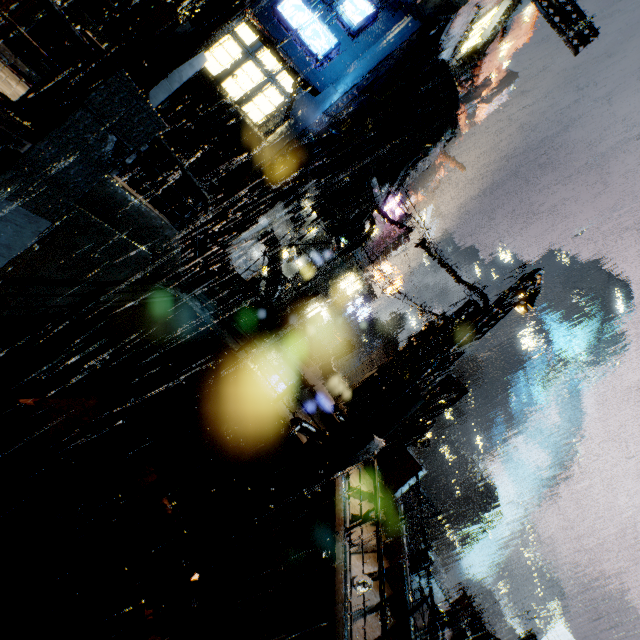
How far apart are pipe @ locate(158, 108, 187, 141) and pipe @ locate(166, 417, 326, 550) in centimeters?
1323cm

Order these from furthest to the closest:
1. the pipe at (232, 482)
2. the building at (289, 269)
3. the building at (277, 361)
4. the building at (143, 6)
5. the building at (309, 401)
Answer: the building at (289, 269), the building at (143, 6), the building at (277, 361), the building at (309, 401), the pipe at (232, 482)

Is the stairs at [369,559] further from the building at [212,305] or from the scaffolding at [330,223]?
the scaffolding at [330,223]

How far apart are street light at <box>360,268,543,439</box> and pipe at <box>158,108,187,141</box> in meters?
14.3

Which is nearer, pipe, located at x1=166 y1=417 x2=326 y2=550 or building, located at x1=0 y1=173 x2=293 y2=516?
building, located at x1=0 y1=173 x2=293 y2=516

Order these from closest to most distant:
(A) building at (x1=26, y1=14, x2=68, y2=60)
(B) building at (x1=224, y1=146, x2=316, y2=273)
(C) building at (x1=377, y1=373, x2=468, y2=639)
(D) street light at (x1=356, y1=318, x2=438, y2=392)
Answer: (C) building at (x1=377, y1=373, x2=468, y2=639)
(A) building at (x1=26, y1=14, x2=68, y2=60)
(B) building at (x1=224, y1=146, x2=316, y2=273)
(D) street light at (x1=356, y1=318, x2=438, y2=392)

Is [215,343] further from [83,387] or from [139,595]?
[139,595]

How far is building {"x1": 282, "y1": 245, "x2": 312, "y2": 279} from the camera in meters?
25.3
